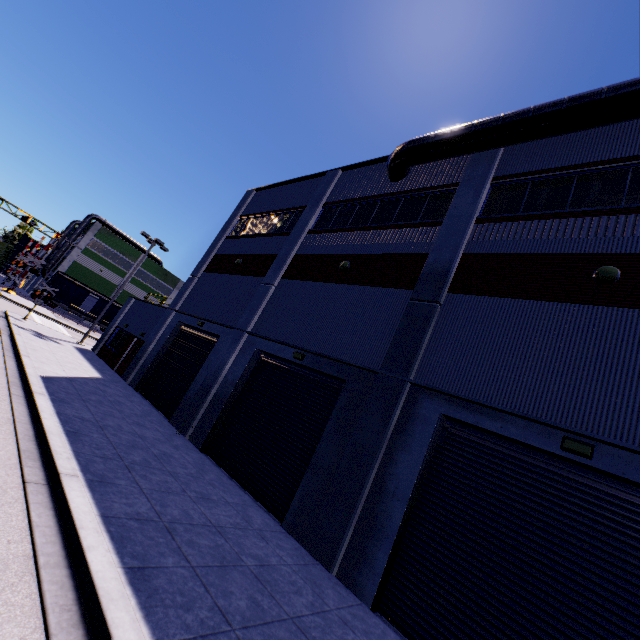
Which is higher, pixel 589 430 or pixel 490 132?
pixel 490 132

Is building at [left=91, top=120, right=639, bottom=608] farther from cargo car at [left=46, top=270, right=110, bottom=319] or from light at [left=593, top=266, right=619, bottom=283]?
cargo car at [left=46, top=270, right=110, bottom=319]

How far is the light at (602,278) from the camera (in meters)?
7.29

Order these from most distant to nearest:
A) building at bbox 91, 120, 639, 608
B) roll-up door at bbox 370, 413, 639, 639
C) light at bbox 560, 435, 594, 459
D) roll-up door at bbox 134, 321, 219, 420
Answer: roll-up door at bbox 134, 321, 219, 420, building at bbox 91, 120, 639, 608, light at bbox 560, 435, 594, 459, roll-up door at bbox 370, 413, 639, 639

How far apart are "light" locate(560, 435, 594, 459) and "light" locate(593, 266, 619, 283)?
3.7m

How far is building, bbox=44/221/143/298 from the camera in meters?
50.2 m

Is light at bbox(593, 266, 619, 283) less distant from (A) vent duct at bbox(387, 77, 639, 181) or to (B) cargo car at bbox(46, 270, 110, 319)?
(A) vent duct at bbox(387, 77, 639, 181)

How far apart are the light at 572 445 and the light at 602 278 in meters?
3.7
